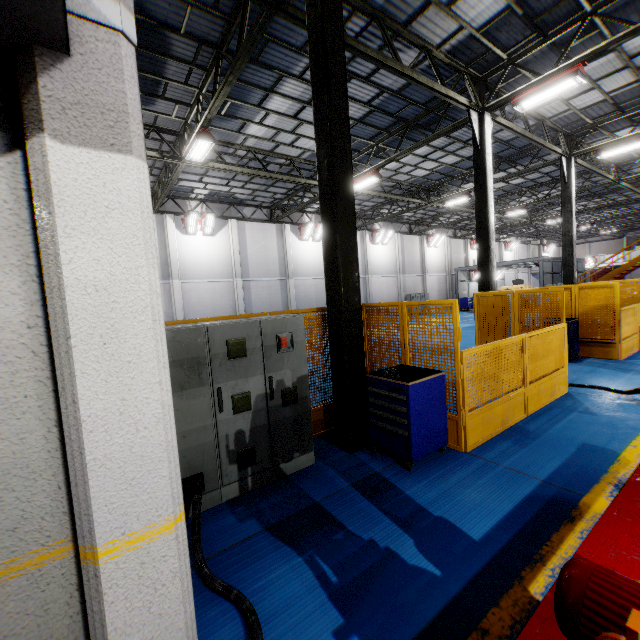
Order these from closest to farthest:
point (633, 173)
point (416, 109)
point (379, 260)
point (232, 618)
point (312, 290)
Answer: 1. point (232, 618)
2. point (416, 109)
3. point (633, 173)
4. point (312, 290)
5. point (379, 260)

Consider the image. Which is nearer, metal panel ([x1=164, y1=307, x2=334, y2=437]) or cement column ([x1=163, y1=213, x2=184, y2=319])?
metal panel ([x1=164, y1=307, x2=334, y2=437])

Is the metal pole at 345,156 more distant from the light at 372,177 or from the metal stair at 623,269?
the metal stair at 623,269

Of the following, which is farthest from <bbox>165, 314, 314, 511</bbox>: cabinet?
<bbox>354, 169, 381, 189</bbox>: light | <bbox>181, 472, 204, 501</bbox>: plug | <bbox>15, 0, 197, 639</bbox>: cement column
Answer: <bbox>354, 169, 381, 189</bbox>: light

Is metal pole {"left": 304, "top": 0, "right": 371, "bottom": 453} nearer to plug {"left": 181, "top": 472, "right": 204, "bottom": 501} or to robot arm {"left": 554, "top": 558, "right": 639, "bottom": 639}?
plug {"left": 181, "top": 472, "right": 204, "bottom": 501}

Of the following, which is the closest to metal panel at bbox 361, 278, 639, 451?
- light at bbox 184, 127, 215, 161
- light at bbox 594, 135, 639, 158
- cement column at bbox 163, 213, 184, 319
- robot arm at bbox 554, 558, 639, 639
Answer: robot arm at bbox 554, 558, 639, 639

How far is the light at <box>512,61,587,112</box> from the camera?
8.4m

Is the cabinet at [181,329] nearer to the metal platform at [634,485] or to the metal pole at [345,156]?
the metal pole at [345,156]
